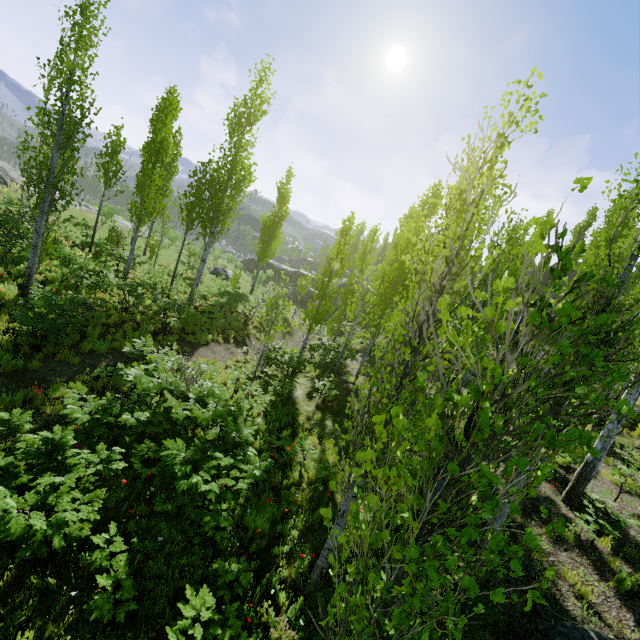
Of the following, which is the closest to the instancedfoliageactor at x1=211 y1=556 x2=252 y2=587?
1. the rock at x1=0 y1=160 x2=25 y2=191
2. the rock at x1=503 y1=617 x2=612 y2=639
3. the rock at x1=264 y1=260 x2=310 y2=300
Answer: the rock at x1=0 y1=160 x2=25 y2=191

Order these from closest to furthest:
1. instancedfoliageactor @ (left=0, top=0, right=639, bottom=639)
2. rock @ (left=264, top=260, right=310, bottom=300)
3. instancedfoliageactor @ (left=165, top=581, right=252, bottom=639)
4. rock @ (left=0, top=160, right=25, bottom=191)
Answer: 1. instancedfoliageactor @ (left=0, top=0, right=639, bottom=639)
2. instancedfoliageactor @ (left=165, top=581, right=252, bottom=639)
3. rock @ (left=0, top=160, right=25, bottom=191)
4. rock @ (left=264, top=260, right=310, bottom=300)

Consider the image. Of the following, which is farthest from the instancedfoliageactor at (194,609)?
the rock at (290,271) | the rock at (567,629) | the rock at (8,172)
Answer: the rock at (290,271)

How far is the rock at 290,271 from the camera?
38.9 meters

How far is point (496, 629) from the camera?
5.44m

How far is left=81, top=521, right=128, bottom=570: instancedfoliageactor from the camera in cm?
479

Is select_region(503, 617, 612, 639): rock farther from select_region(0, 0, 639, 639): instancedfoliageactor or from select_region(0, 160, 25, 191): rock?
select_region(0, 160, 25, 191): rock
